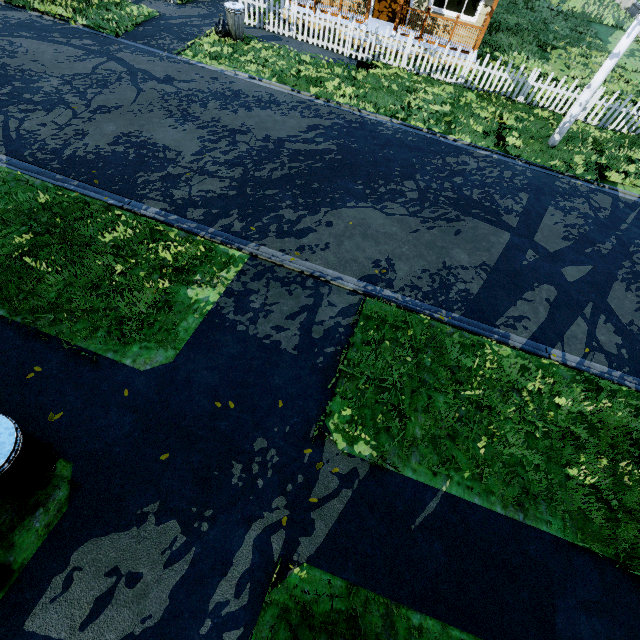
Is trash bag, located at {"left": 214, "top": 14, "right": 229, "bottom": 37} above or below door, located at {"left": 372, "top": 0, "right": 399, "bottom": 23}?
below

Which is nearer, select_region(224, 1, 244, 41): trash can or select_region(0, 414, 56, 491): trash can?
select_region(0, 414, 56, 491): trash can

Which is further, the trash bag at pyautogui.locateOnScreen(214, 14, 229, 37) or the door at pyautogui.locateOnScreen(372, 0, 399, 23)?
the door at pyautogui.locateOnScreen(372, 0, 399, 23)

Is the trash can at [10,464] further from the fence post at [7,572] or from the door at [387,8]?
the door at [387,8]

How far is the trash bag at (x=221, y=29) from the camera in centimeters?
1102cm

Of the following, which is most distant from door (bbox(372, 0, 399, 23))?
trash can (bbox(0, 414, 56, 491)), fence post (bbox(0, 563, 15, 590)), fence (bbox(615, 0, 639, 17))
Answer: fence post (bbox(0, 563, 15, 590))

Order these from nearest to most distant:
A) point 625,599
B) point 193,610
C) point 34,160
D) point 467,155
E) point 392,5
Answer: point 193,610
point 625,599
point 34,160
point 467,155
point 392,5

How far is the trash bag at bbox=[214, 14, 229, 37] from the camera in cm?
1102
